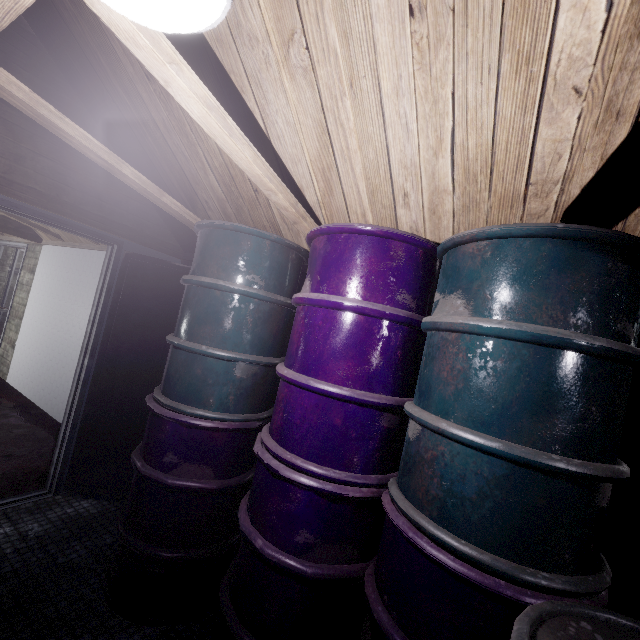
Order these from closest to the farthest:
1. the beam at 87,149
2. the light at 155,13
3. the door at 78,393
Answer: the light at 155,13
the beam at 87,149
the door at 78,393

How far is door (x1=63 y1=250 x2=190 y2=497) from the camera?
2.48m

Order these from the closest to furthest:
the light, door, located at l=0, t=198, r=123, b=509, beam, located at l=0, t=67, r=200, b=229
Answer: the light, beam, located at l=0, t=67, r=200, b=229, door, located at l=0, t=198, r=123, b=509

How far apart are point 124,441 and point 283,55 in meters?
2.8

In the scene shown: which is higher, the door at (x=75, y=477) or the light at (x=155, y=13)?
the light at (x=155, y=13)

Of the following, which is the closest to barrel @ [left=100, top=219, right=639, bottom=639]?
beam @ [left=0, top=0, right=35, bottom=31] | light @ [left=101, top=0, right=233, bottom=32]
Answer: beam @ [left=0, top=0, right=35, bottom=31]

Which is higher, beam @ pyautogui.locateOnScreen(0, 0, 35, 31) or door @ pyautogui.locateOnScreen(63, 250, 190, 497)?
beam @ pyautogui.locateOnScreen(0, 0, 35, 31)

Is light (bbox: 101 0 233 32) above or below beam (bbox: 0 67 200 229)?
below
